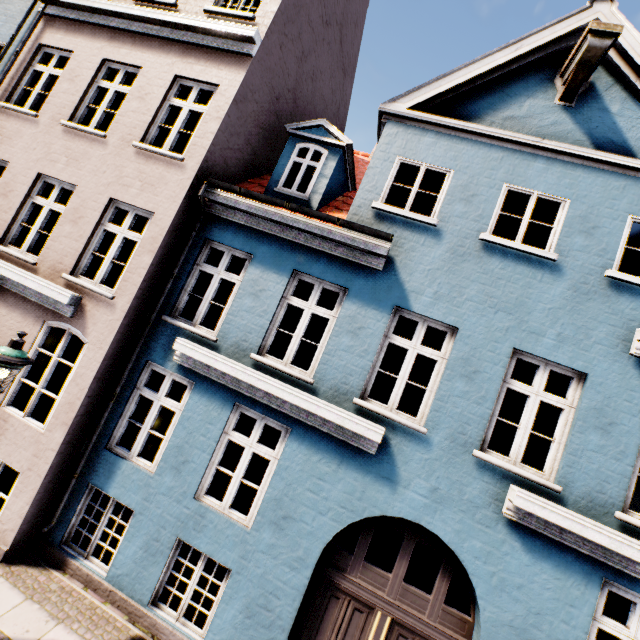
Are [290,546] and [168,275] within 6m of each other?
yes

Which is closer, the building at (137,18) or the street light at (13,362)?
the street light at (13,362)

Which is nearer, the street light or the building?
the street light
